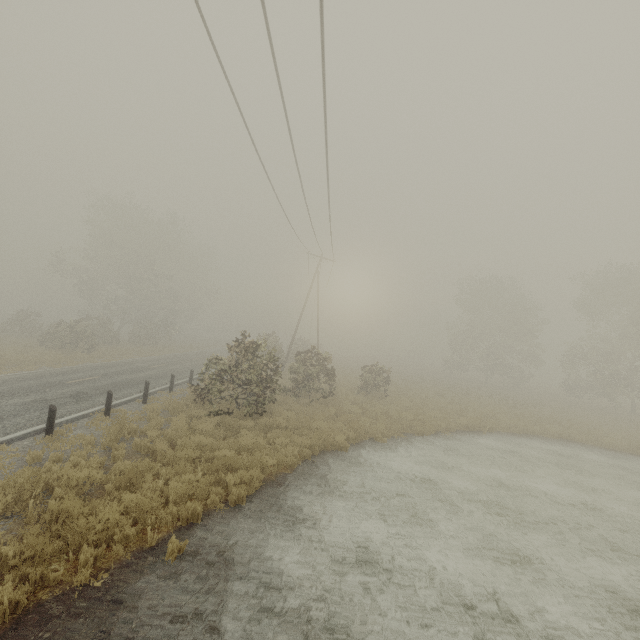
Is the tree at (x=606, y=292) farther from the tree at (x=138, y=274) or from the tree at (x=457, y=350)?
the tree at (x=138, y=274)

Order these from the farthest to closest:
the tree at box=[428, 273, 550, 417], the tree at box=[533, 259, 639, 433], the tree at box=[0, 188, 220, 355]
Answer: the tree at box=[0, 188, 220, 355] < the tree at box=[428, 273, 550, 417] < the tree at box=[533, 259, 639, 433]

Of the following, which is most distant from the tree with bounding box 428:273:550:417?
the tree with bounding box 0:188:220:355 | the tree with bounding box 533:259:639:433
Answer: the tree with bounding box 0:188:220:355

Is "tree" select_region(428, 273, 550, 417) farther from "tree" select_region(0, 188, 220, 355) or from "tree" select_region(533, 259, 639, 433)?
"tree" select_region(0, 188, 220, 355)

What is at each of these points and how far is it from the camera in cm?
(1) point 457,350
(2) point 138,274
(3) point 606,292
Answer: (1) tree, 4084
(2) tree, 4184
(3) tree, 3039

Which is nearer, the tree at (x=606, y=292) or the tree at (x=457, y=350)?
the tree at (x=606, y=292)
